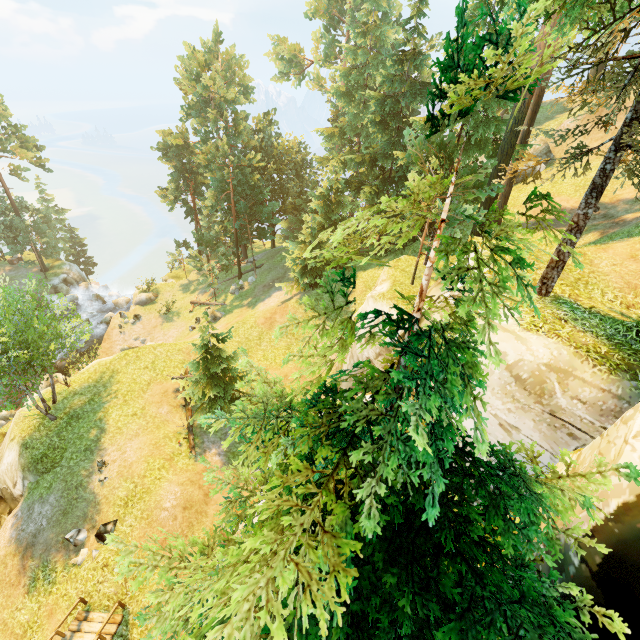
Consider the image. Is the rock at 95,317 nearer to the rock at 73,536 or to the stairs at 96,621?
the rock at 73,536

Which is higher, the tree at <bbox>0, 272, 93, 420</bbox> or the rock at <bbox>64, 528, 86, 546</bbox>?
the tree at <bbox>0, 272, 93, 420</bbox>

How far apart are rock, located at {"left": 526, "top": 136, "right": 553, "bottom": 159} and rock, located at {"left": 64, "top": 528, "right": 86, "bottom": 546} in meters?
40.7

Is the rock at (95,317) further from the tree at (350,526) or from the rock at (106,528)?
the rock at (106,528)

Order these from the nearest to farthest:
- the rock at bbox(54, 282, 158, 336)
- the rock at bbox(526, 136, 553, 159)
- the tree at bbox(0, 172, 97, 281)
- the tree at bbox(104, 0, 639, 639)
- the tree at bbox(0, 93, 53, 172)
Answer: the tree at bbox(104, 0, 639, 639) < the rock at bbox(526, 136, 553, 159) < the tree at bbox(0, 93, 53, 172) < the rock at bbox(54, 282, 158, 336) < the tree at bbox(0, 172, 97, 281)

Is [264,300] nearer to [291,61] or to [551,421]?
[551,421]

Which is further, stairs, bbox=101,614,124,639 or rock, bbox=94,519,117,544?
rock, bbox=94,519,117,544

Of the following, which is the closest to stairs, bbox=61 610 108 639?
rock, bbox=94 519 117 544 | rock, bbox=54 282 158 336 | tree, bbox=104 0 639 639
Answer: → rock, bbox=94 519 117 544
